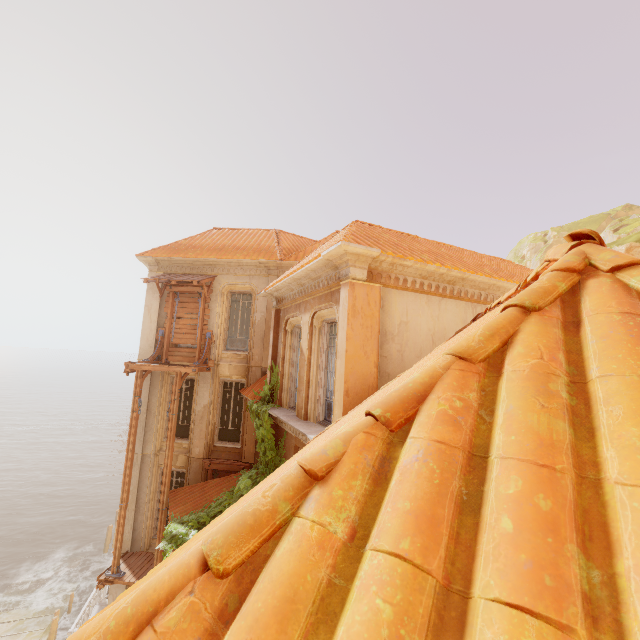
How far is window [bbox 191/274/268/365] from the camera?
13.6 meters

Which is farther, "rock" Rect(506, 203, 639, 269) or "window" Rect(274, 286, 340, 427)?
"rock" Rect(506, 203, 639, 269)

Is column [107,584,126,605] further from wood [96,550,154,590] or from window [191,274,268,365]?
window [191,274,268,365]

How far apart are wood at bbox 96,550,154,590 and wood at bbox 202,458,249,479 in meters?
3.4 m

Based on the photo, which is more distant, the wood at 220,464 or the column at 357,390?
the wood at 220,464

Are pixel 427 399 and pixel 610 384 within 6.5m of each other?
yes

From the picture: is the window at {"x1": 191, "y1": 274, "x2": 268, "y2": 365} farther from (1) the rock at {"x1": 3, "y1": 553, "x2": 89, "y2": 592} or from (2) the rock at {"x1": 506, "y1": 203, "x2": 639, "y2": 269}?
(1) the rock at {"x1": 3, "y1": 553, "x2": 89, "y2": 592}

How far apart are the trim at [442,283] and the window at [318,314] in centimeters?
0cm
